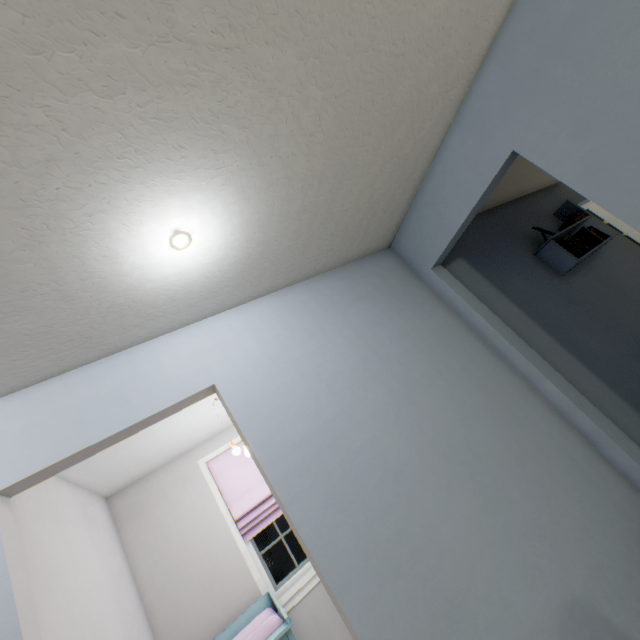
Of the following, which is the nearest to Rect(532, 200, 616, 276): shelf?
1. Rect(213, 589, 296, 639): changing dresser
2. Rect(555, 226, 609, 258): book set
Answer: Rect(555, 226, 609, 258): book set

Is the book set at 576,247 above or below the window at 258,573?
above

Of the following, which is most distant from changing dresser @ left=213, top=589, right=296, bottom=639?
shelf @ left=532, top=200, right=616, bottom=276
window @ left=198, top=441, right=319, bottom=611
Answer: shelf @ left=532, top=200, right=616, bottom=276

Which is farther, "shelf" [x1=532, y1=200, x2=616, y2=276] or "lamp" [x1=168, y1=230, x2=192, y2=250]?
"shelf" [x1=532, y1=200, x2=616, y2=276]

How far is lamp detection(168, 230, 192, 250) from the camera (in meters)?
1.33

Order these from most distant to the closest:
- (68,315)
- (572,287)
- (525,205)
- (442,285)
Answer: (525,205)
(572,287)
(442,285)
(68,315)

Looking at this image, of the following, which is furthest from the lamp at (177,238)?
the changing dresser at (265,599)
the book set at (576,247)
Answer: the book set at (576,247)

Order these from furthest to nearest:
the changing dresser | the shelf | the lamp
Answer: the shelf < the changing dresser < the lamp
